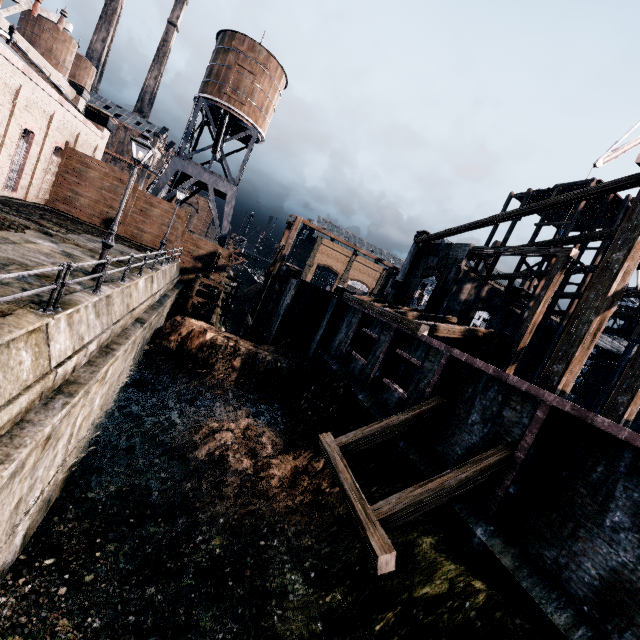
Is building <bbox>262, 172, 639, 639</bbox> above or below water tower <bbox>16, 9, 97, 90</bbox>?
below

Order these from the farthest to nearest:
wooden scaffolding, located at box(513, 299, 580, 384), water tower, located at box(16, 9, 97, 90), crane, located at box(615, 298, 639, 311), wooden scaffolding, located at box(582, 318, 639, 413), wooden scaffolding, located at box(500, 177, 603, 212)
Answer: water tower, located at box(16, 9, 97, 90) < crane, located at box(615, 298, 639, 311) < wooden scaffolding, located at box(513, 299, 580, 384) < wooden scaffolding, located at box(500, 177, 603, 212) < wooden scaffolding, located at box(582, 318, 639, 413)

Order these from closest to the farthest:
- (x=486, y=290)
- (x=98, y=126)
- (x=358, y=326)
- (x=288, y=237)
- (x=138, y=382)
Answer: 1. (x=138, y=382)
2. (x=358, y=326)
3. (x=288, y=237)
4. (x=486, y=290)
5. (x=98, y=126)

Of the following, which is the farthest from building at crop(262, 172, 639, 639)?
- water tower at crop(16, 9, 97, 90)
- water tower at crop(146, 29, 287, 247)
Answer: water tower at crop(16, 9, 97, 90)

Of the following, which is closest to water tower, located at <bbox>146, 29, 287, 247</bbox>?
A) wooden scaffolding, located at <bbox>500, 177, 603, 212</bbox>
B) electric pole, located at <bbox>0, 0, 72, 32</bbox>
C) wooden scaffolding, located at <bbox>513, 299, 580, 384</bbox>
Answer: wooden scaffolding, located at <bbox>500, 177, 603, 212</bbox>

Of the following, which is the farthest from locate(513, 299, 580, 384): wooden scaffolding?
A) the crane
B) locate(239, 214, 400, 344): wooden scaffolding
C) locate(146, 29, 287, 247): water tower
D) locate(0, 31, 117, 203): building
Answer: locate(0, 31, 117, 203): building

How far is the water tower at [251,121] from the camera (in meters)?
31.55

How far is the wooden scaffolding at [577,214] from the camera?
27.3 meters
